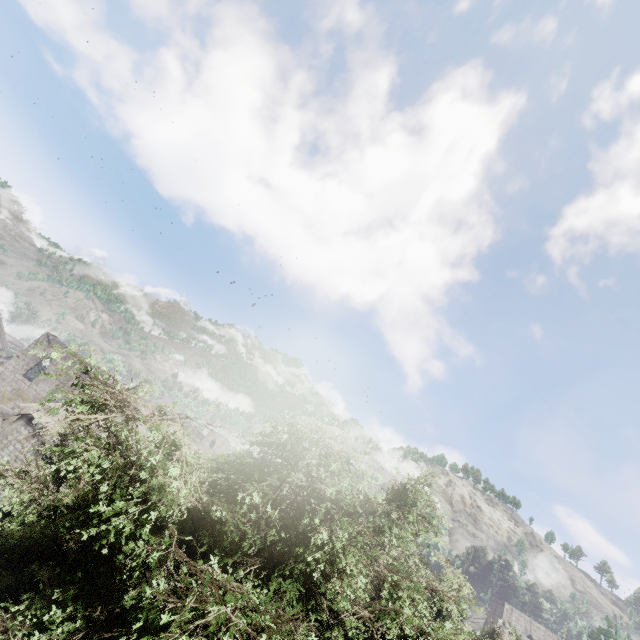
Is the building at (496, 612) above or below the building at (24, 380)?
above

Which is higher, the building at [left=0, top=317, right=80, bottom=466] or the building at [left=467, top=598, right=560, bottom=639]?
the building at [left=467, top=598, right=560, bottom=639]

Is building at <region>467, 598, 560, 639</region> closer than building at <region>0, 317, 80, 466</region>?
No

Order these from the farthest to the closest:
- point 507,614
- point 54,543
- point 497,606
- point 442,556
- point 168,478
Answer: point 497,606, point 507,614, point 442,556, point 54,543, point 168,478

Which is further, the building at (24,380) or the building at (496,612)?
the building at (496,612)
